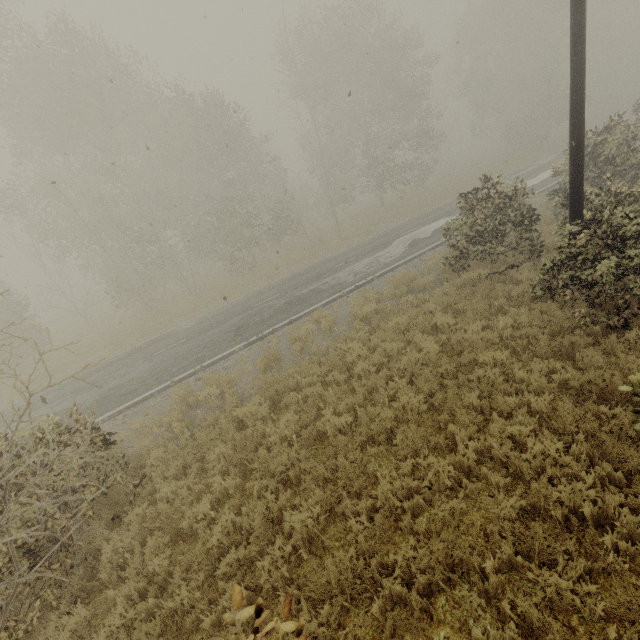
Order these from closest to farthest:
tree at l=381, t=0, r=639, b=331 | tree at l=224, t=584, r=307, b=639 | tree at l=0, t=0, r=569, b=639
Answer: tree at l=224, t=584, r=307, b=639 → tree at l=0, t=0, r=569, b=639 → tree at l=381, t=0, r=639, b=331

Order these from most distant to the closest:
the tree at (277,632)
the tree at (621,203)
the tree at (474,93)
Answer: the tree at (621,203) < the tree at (474,93) < the tree at (277,632)

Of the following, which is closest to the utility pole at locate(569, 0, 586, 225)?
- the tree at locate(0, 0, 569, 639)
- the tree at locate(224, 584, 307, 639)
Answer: the tree at locate(0, 0, 569, 639)

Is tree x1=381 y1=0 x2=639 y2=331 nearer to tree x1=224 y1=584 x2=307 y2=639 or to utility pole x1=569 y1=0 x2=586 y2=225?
utility pole x1=569 y1=0 x2=586 y2=225

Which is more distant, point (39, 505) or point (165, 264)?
point (165, 264)

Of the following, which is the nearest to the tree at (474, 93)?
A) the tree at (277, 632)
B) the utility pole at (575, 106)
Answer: the utility pole at (575, 106)
